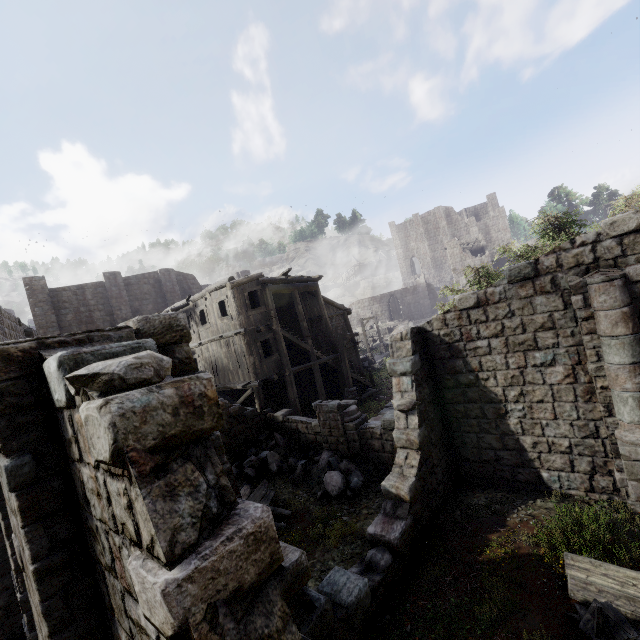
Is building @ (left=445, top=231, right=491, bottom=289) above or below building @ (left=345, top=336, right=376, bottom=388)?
above

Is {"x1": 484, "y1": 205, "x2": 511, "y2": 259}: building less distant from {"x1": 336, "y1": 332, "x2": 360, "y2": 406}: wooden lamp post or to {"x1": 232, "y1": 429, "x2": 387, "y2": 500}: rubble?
{"x1": 336, "y1": 332, "x2": 360, "y2": 406}: wooden lamp post

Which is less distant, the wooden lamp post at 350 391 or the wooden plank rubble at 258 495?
the wooden plank rubble at 258 495

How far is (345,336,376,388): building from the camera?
23.2m

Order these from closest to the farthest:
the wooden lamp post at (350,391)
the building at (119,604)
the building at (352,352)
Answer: the building at (119,604) < the wooden lamp post at (350,391) < the building at (352,352)

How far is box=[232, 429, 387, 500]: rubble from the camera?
11.3 meters

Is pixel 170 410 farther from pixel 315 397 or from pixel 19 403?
pixel 315 397

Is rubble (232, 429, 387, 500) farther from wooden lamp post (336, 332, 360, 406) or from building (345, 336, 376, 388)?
wooden lamp post (336, 332, 360, 406)
